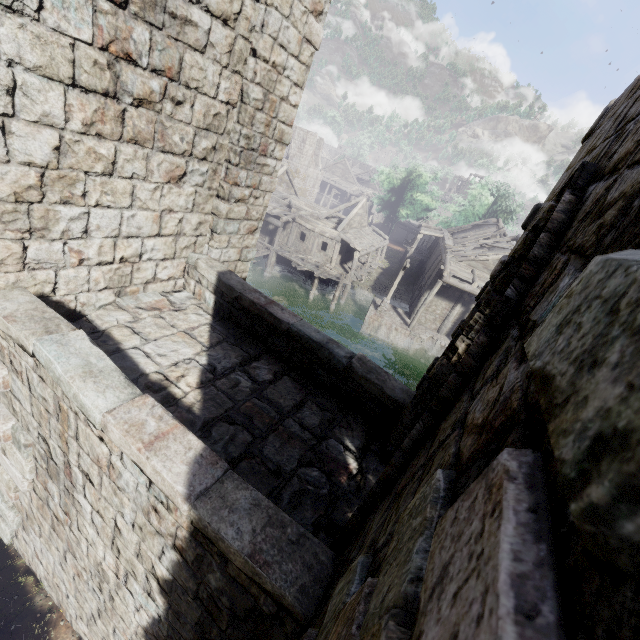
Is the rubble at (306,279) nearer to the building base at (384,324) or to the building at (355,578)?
the building at (355,578)

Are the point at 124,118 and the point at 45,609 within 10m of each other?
yes

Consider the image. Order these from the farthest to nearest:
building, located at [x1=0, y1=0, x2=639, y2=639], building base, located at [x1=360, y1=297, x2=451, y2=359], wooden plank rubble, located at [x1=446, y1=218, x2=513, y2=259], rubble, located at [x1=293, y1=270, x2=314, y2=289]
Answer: rubble, located at [x1=293, y1=270, x2=314, y2=289], building base, located at [x1=360, y1=297, x2=451, y2=359], wooden plank rubble, located at [x1=446, y1=218, x2=513, y2=259], building, located at [x1=0, y1=0, x2=639, y2=639]

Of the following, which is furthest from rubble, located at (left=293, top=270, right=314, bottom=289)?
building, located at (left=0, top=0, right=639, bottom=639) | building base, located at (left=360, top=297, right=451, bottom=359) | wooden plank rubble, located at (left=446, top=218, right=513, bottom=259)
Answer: wooden plank rubble, located at (left=446, top=218, right=513, bottom=259)

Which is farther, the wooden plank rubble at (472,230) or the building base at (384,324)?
the building base at (384,324)

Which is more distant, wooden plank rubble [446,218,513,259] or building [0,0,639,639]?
wooden plank rubble [446,218,513,259]

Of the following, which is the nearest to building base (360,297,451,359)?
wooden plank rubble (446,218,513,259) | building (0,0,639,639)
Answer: building (0,0,639,639)
